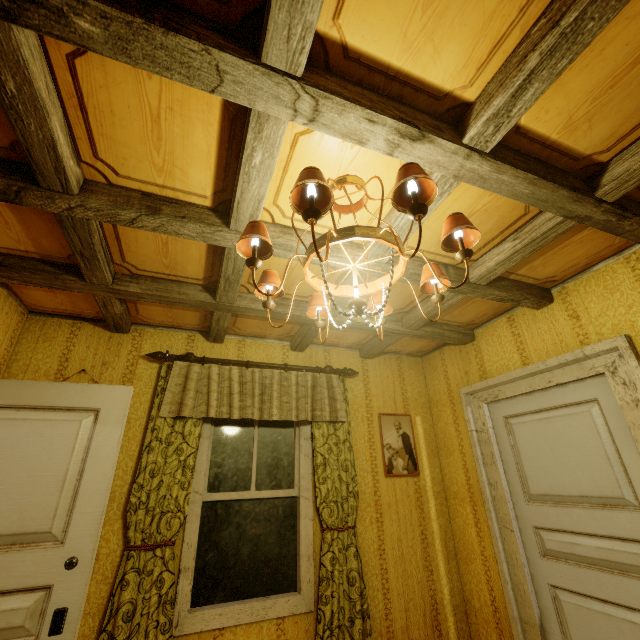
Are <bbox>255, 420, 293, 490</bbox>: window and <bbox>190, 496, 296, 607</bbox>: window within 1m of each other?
yes

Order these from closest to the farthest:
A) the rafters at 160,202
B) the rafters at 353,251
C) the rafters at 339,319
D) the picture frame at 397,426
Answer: the rafters at 160,202 → the rafters at 353,251 → the rafters at 339,319 → the picture frame at 397,426

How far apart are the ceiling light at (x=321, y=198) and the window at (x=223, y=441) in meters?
1.7 m

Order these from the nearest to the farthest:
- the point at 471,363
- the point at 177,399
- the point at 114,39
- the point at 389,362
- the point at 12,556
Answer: the point at 114,39 < the point at 12,556 < the point at 177,399 < the point at 471,363 < the point at 389,362

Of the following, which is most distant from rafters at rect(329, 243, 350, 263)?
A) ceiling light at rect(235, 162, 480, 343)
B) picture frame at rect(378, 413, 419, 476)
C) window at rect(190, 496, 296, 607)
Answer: window at rect(190, 496, 296, 607)

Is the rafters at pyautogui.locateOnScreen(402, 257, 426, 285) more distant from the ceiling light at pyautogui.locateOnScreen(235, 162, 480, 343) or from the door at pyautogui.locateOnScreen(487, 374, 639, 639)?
the door at pyautogui.locateOnScreen(487, 374, 639, 639)

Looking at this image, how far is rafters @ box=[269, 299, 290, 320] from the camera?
2.6m
